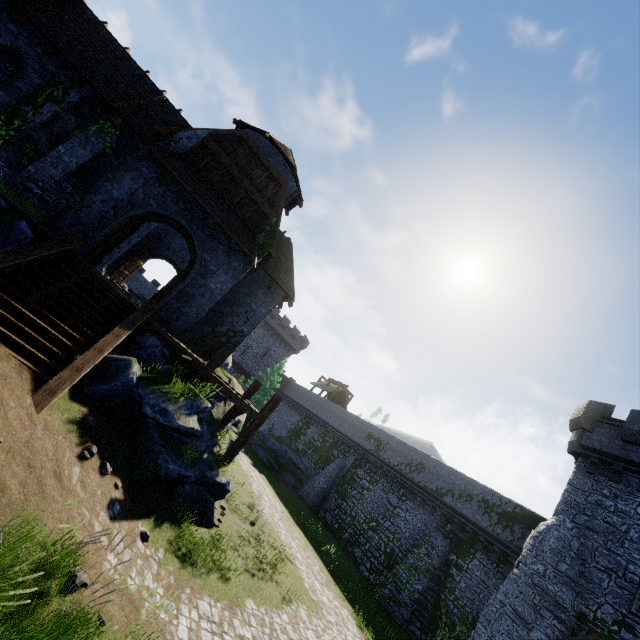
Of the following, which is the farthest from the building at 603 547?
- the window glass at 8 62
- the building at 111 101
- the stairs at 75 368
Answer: the window glass at 8 62

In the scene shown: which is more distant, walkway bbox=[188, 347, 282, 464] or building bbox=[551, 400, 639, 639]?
building bbox=[551, 400, 639, 639]

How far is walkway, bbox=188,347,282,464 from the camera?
12.1m

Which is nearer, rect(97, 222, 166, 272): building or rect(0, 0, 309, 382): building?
rect(0, 0, 309, 382): building

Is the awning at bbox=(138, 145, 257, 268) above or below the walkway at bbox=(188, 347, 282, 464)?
above

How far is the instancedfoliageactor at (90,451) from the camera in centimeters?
681cm

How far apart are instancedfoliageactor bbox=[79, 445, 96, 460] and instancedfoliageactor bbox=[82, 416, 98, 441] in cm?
34

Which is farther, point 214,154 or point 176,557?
point 214,154
